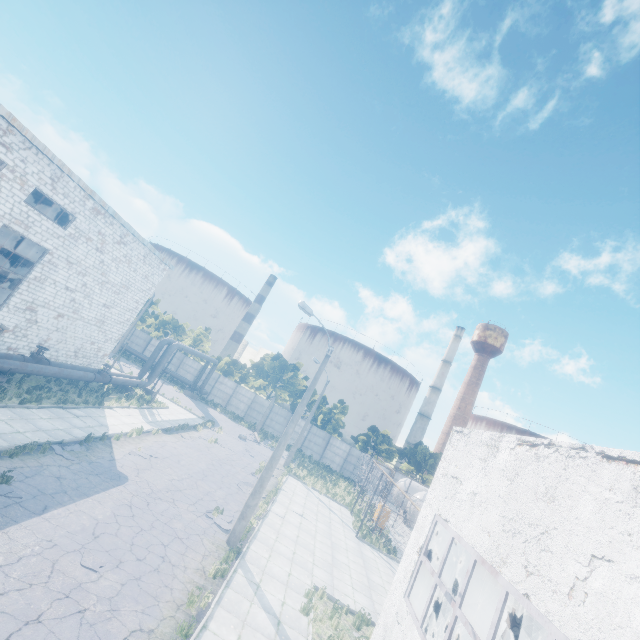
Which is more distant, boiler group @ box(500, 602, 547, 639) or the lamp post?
the lamp post

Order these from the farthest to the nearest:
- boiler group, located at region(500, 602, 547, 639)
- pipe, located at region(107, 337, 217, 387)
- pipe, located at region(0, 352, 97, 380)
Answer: pipe, located at region(107, 337, 217, 387), pipe, located at region(0, 352, 97, 380), boiler group, located at region(500, 602, 547, 639)

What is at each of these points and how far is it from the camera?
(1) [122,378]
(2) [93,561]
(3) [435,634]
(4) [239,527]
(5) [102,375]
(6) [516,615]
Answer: (1) pipe, 24.3 meters
(2) asphalt debris, 8.6 meters
(3) boiler group, 8.8 meters
(4) lamp post, 12.8 meters
(5) pipe valve, 22.0 meters
(6) boiler group, 9.7 meters

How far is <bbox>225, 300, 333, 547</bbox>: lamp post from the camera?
12.8 meters

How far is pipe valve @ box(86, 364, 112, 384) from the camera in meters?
21.2

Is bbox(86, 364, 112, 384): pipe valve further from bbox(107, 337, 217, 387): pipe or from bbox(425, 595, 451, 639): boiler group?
bbox(425, 595, 451, 639): boiler group

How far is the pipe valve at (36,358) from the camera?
17.30m

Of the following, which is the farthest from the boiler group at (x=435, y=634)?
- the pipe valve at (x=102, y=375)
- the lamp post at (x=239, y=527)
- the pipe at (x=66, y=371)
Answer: the pipe valve at (x=102, y=375)
